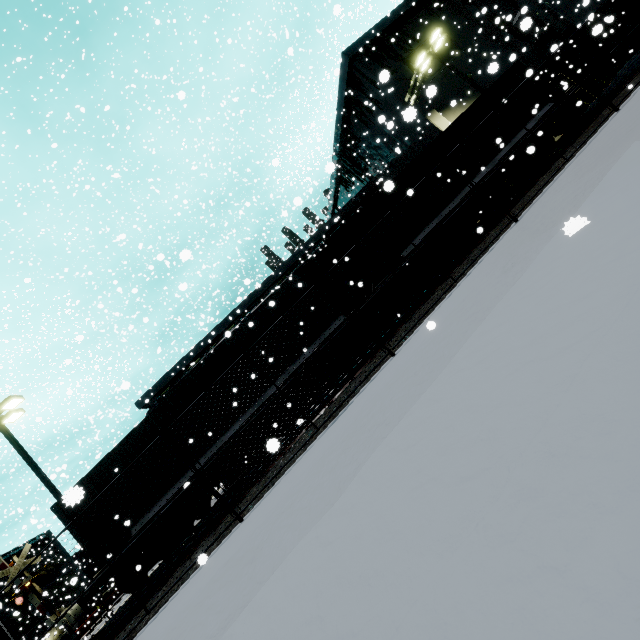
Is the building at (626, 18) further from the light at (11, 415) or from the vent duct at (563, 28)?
the light at (11, 415)

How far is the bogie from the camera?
13.88m

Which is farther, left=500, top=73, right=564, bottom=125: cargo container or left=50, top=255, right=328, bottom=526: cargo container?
left=500, top=73, right=564, bottom=125: cargo container

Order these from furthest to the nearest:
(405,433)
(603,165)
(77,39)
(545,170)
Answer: (77,39), (545,170), (603,165), (405,433)

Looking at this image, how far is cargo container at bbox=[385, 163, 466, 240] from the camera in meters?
12.9 m

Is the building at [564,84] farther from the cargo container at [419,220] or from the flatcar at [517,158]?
the flatcar at [517,158]

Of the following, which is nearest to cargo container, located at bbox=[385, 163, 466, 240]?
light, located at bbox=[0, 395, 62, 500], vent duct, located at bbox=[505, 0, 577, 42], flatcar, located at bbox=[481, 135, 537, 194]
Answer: flatcar, located at bbox=[481, 135, 537, 194]
